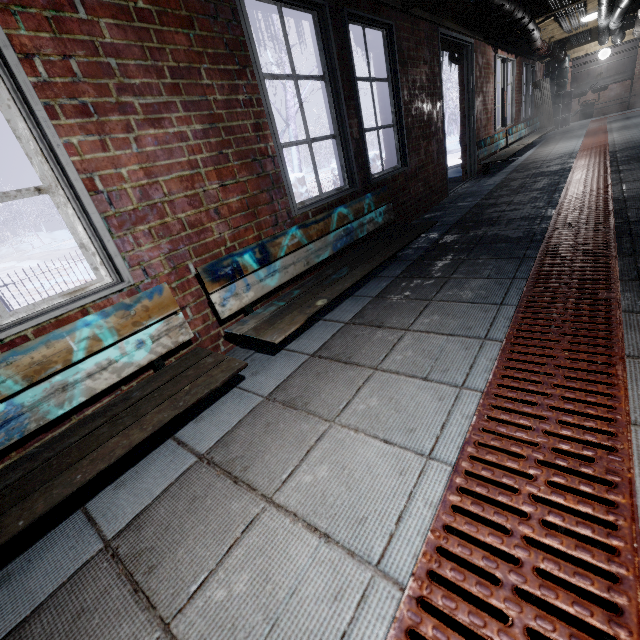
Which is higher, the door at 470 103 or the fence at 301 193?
the door at 470 103

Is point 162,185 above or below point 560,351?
above

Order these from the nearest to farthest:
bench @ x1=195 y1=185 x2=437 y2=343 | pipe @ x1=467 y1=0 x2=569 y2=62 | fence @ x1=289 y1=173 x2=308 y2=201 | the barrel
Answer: bench @ x1=195 y1=185 x2=437 y2=343
pipe @ x1=467 y1=0 x2=569 y2=62
fence @ x1=289 y1=173 x2=308 y2=201
the barrel

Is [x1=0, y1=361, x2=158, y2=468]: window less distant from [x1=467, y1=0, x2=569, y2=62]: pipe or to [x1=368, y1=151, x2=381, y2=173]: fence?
[x1=467, y1=0, x2=569, y2=62]: pipe

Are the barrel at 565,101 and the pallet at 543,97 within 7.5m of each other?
yes

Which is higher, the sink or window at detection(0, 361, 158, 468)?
the sink

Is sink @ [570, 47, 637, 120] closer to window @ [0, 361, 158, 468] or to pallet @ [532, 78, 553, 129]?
pallet @ [532, 78, 553, 129]

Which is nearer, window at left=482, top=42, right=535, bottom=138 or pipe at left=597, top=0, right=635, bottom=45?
pipe at left=597, top=0, right=635, bottom=45
